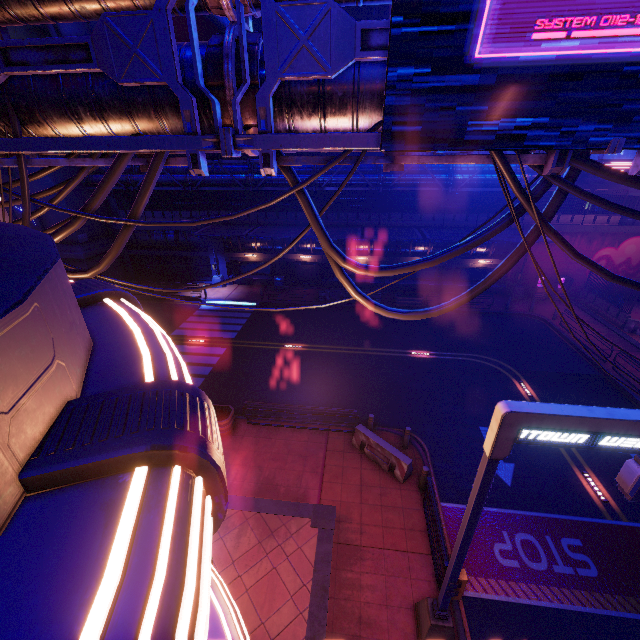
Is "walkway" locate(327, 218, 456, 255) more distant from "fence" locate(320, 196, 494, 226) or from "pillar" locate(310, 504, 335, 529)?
"pillar" locate(310, 504, 335, 529)

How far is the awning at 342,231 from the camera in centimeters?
2291cm

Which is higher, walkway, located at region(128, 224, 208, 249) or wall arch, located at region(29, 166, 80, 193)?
wall arch, located at region(29, 166, 80, 193)

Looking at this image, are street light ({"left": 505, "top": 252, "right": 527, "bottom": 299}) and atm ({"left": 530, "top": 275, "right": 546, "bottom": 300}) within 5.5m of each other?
yes

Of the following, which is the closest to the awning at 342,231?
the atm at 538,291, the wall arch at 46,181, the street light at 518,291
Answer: the street light at 518,291

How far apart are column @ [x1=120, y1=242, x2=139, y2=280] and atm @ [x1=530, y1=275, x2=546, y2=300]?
36.0m

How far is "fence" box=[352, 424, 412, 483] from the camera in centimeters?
1162cm

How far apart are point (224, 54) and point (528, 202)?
4.71m
